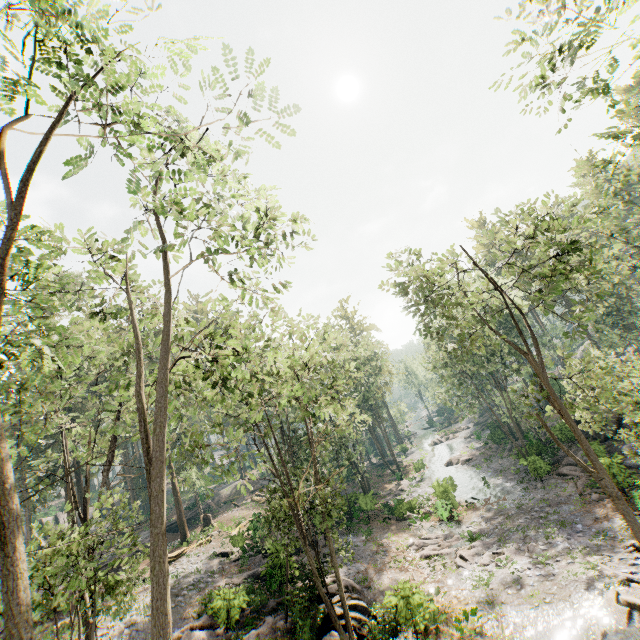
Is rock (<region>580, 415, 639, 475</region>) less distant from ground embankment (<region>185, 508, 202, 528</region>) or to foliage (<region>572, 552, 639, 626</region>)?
foliage (<region>572, 552, 639, 626</region>)

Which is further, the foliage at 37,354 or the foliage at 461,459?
the foliage at 461,459

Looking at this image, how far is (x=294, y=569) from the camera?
21.0m

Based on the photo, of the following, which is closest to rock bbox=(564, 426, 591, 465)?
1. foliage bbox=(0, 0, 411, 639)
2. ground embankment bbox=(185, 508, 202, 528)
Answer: foliage bbox=(0, 0, 411, 639)

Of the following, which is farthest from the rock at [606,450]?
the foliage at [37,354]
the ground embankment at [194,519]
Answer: the ground embankment at [194,519]

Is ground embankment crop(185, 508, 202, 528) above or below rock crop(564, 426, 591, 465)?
above

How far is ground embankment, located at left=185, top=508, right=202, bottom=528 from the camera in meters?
40.9 m

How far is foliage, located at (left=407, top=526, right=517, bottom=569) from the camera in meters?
20.2
